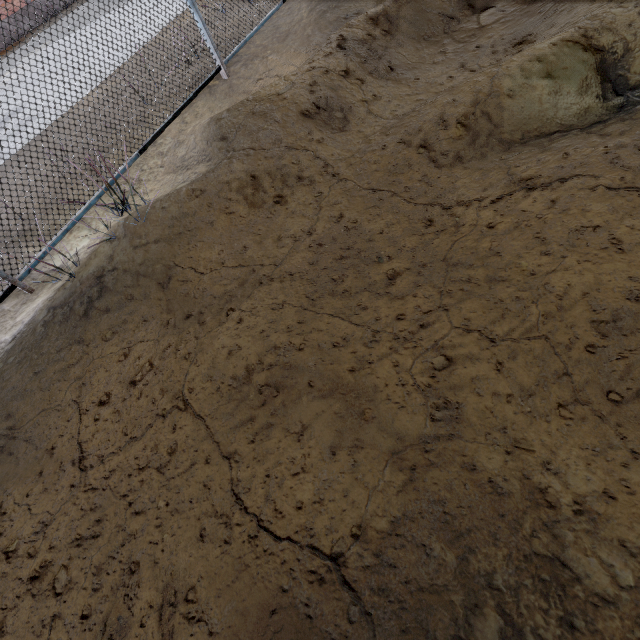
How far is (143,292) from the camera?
3.0 meters
